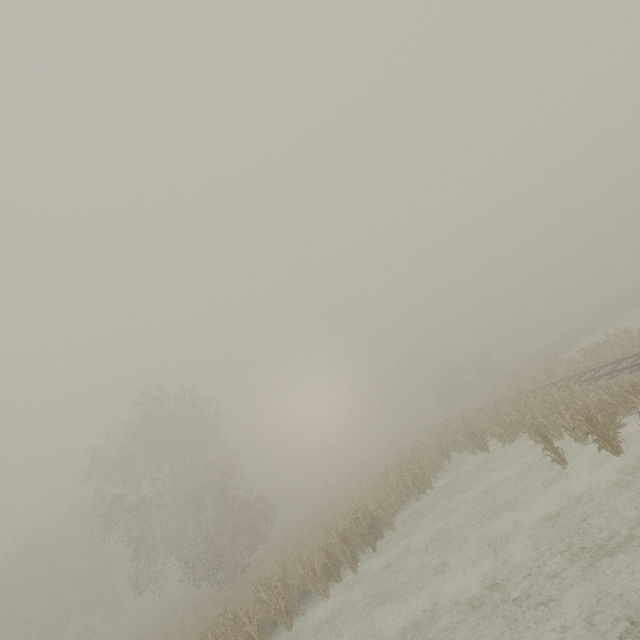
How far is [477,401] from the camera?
38.9m
